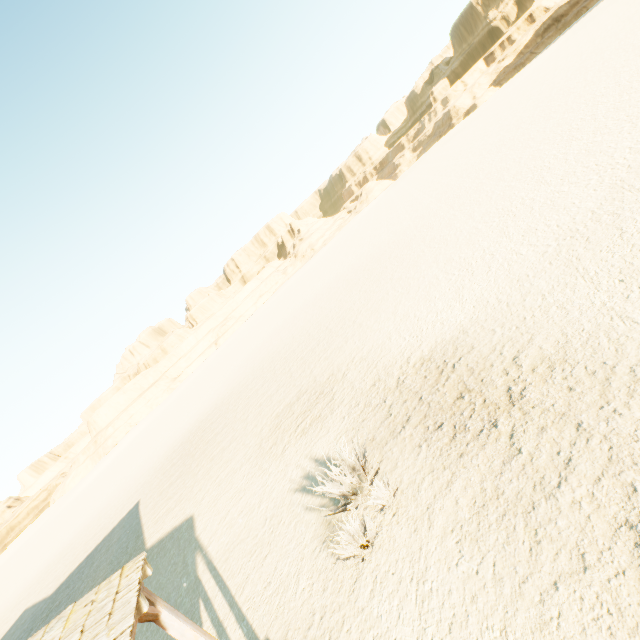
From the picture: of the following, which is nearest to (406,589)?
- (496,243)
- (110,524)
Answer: (496,243)

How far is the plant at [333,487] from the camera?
6.6 meters

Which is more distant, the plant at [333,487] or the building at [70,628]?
the plant at [333,487]

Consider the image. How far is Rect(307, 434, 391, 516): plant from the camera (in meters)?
6.59

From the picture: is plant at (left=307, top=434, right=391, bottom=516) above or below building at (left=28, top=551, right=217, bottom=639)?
below

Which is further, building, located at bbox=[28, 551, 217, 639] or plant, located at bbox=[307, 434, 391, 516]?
plant, located at bbox=[307, 434, 391, 516]
